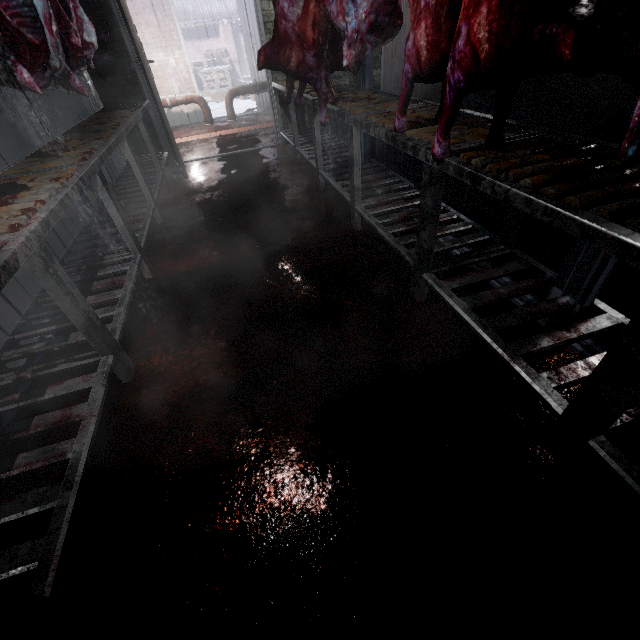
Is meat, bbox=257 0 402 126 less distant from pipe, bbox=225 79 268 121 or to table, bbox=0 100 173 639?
table, bbox=0 100 173 639

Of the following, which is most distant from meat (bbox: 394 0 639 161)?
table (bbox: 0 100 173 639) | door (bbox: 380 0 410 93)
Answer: door (bbox: 380 0 410 93)

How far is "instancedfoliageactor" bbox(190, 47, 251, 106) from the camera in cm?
1079

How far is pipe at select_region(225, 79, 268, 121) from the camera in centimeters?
645cm

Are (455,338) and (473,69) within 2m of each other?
yes

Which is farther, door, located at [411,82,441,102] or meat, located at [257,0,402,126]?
door, located at [411,82,441,102]

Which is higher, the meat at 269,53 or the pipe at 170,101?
the meat at 269,53

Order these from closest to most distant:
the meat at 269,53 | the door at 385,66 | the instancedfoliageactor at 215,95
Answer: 1. the meat at 269,53
2. the door at 385,66
3. the instancedfoliageactor at 215,95
